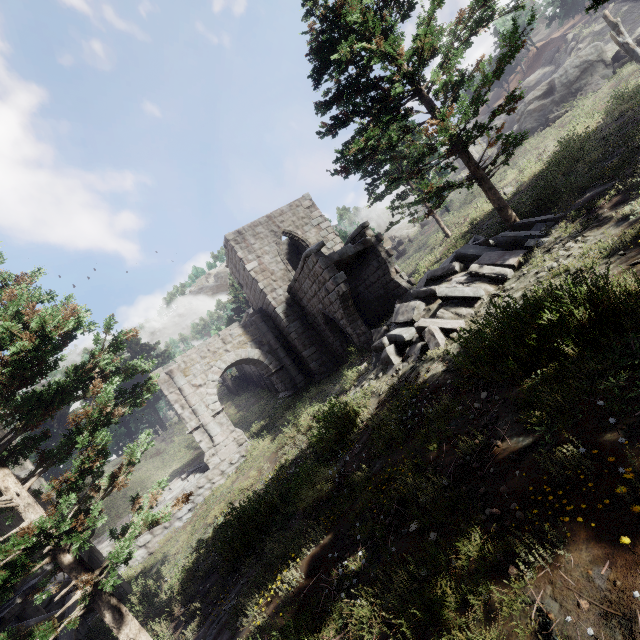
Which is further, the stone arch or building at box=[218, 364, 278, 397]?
building at box=[218, 364, 278, 397]

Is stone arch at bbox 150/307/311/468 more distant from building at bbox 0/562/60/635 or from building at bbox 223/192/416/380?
building at bbox 0/562/60/635

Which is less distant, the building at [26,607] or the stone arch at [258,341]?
the building at [26,607]

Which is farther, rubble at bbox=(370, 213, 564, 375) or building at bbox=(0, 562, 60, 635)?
rubble at bbox=(370, 213, 564, 375)

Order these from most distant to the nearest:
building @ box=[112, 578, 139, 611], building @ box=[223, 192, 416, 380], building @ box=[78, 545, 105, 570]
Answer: building @ box=[223, 192, 416, 380]
building @ box=[78, 545, 105, 570]
building @ box=[112, 578, 139, 611]

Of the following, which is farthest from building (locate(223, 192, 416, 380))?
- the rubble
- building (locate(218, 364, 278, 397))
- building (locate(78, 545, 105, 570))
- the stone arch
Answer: building (locate(78, 545, 105, 570))

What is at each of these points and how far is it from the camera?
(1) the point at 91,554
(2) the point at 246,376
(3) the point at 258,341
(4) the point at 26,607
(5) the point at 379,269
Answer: (1) building, 11.0 meters
(2) building, 38.3 meters
(3) stone arch, 19.8 meters
(4) building, 10.4 meters
(5) building, 15.5 meters

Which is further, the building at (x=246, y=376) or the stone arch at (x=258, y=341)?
the building at (x=246, y=376)
